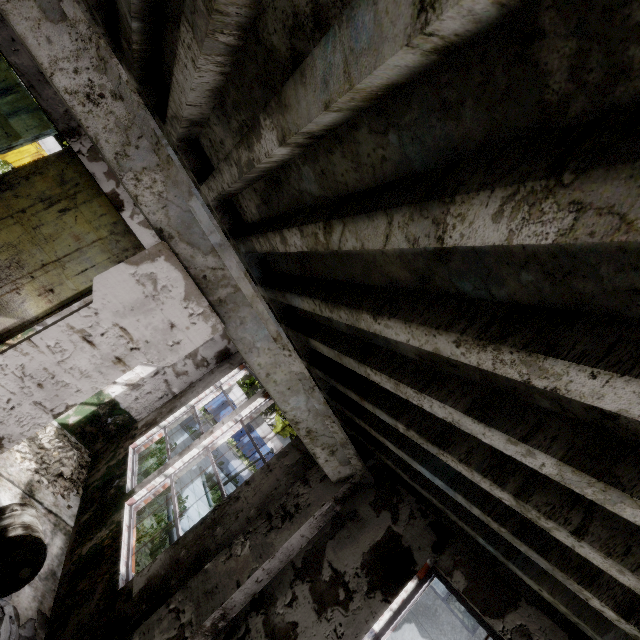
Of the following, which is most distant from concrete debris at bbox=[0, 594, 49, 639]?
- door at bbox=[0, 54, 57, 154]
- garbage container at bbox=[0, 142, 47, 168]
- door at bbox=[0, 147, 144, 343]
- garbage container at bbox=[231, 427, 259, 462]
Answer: garbage container at bbox=[231, 427, 259, 462]

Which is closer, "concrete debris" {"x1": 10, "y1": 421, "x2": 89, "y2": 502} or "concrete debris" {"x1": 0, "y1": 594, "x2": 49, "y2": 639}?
"concrete debris" {"x1": 0, "y1": 594, "x2": 49, "y2": 639}

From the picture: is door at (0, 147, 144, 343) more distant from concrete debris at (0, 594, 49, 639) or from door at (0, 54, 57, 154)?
concrete debris at (0, 594, 49, 639)

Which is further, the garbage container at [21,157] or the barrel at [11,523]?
the garbage container at [21,157]

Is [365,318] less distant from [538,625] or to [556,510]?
[556,510]

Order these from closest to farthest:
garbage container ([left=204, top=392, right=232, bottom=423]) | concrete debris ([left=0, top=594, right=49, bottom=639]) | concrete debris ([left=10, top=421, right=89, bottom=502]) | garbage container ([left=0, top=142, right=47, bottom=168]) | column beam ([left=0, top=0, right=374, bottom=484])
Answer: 1. column beam ([left=0, top=0, right=374, bottom=484])
2. concrete debris ([left=0, top=594, right=49, bottom=639])
3. concrete debris ([left=10, top=421, right=89, bottom=502])
4. garbage container ([left=0, top=142, right=47, bottom=168])
5. garbage container ([left=204, top=392, right=232, bottom=423])

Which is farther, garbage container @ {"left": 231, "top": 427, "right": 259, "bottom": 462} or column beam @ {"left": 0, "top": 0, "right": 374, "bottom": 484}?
garbage container @ {"left": 231, "top": 427, "right": 259, "bottom": 462}

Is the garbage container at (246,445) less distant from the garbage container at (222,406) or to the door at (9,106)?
the garbage container at (222,406)
